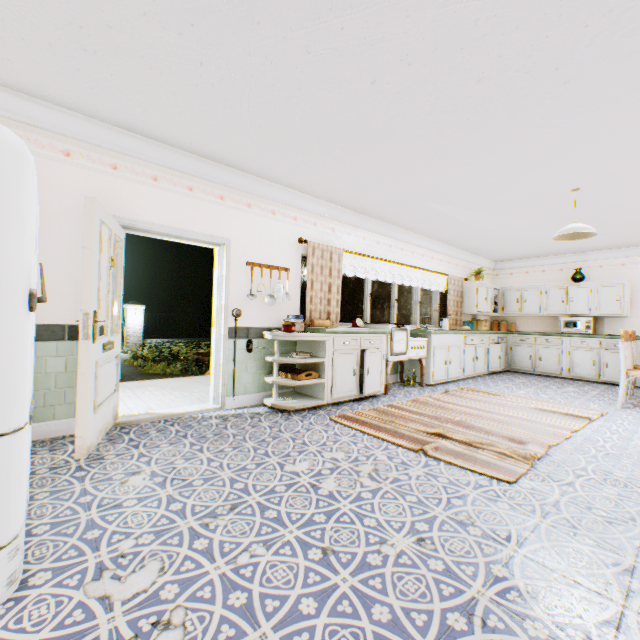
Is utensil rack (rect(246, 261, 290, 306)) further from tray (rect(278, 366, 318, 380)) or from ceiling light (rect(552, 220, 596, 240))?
ceiling light (rect(552, 220, 596, 240))

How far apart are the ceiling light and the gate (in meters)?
17.02

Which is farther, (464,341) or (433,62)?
(464,341)

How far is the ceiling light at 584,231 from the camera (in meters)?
4.30

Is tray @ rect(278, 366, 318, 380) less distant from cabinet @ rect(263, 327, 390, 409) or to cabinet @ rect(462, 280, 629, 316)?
cabinet @ rect(263, 327, 390, 409)

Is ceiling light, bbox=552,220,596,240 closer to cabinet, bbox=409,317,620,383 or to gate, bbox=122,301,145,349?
cabinet, bbox=409,317,620,383

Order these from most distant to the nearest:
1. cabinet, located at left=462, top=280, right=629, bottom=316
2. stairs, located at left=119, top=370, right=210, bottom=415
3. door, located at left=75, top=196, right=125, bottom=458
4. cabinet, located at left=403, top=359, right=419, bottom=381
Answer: cabinet, located at left=462, top=280, right=629, bottom=316, cabinet, located at left=403, top=359, right=419, bottom=381, stairs, located at left=119, top=370, right=210, bottom=415, door, located at left=75, top=196, right=125, bottom=458

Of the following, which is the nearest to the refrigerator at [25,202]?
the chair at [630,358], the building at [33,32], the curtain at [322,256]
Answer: the building at [33,32]
